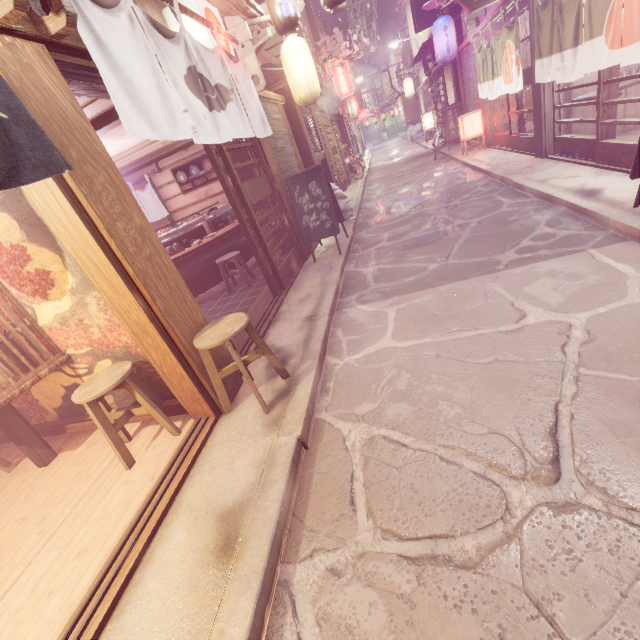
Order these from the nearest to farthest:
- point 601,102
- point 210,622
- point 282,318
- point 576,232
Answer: point 210,622
point 576,232
point 282,318
point 601,102

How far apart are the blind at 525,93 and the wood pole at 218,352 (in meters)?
14.58

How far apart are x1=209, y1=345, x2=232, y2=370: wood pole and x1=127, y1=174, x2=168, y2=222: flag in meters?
12.1 m

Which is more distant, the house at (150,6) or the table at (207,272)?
the table at (207,272)

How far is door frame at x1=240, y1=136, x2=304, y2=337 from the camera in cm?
789

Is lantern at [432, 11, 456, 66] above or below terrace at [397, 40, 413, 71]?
below

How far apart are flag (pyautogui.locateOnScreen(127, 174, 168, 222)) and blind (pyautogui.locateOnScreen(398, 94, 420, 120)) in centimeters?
3982cm

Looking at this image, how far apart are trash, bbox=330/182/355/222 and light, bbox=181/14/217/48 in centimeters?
604cm
